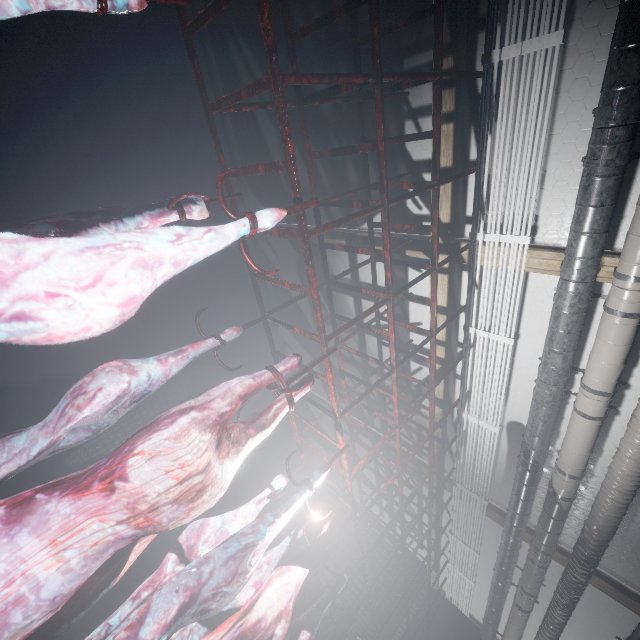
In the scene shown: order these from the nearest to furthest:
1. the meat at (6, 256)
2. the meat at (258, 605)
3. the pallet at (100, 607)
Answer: the meat at (6, 256) < the meat at (258, 605) < the pallet at (100, 607)

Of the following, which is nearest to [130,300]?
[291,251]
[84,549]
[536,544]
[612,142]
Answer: [84,549]

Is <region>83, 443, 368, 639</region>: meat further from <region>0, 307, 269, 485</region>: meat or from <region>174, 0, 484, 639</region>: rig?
<region>0, 307, 269, 485</region>: meat

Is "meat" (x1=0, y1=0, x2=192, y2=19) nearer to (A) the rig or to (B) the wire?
(A) the rig

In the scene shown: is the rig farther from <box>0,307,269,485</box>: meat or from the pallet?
the pallet

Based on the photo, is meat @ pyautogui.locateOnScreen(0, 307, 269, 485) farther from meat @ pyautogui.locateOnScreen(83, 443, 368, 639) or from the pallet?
the pallet

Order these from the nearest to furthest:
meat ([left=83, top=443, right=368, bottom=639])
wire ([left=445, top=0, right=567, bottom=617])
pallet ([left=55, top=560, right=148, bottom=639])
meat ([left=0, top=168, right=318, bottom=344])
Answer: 1. meat ([left=0, top=168, right=318, bottom=344])
2. meat ([left=83, top=443, right=368, bottom=639])
3. wire ([left=445, top=0, right=567, bottom=617])
4. pallet ([left=55, top=560, right=148, bottom=639])

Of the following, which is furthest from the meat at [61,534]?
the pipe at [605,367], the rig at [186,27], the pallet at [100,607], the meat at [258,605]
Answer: the pallet at [100,607]
